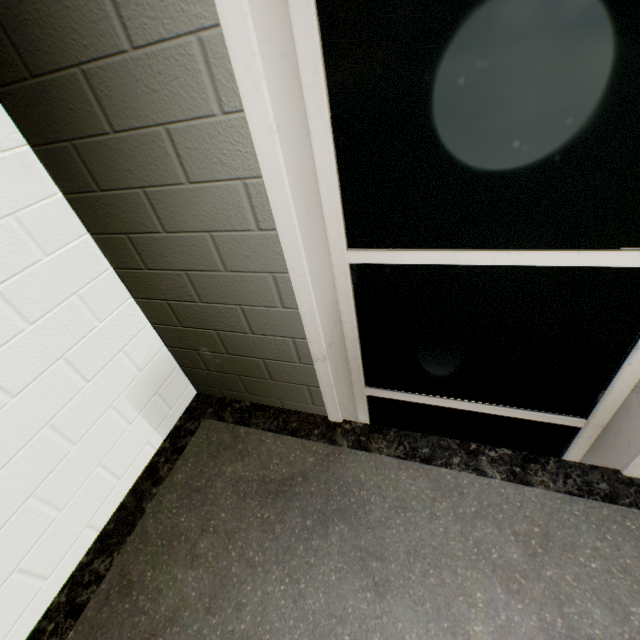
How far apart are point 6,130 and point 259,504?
1.7 meters
